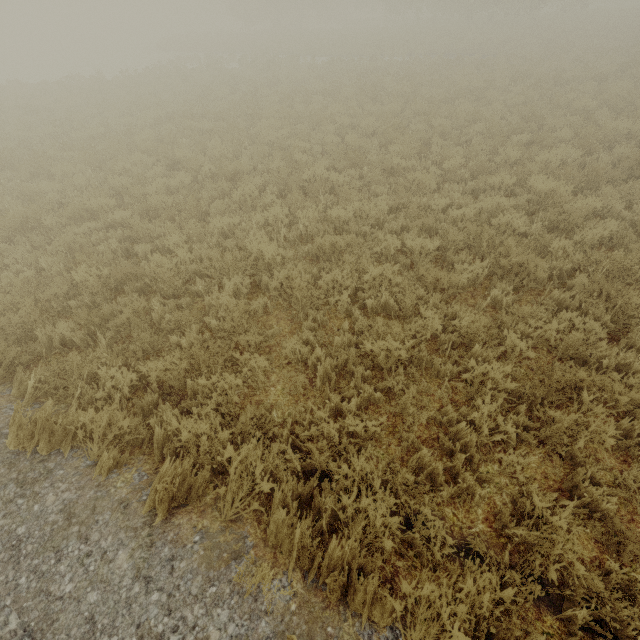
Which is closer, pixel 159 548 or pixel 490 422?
pixel 159 548
